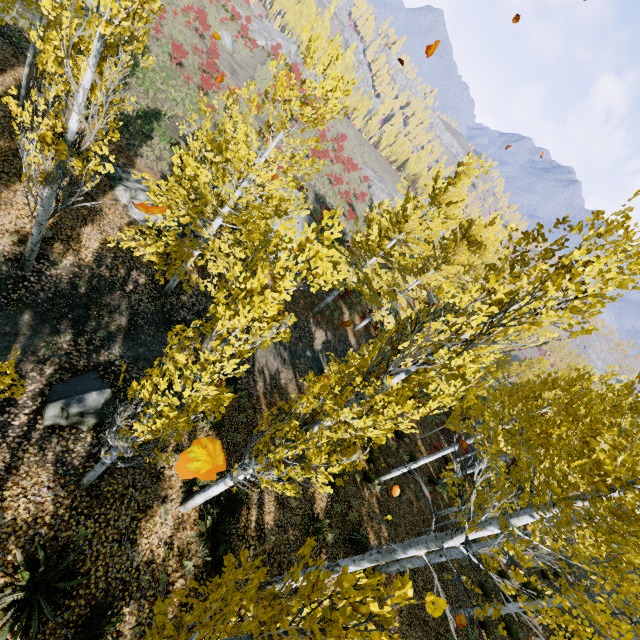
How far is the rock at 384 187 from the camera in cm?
5306

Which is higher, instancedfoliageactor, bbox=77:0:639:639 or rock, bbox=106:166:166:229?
instancedfoliageactor, bbox=77:0:639:639

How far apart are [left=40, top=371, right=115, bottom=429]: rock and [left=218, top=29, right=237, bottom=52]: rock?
47.1 meters

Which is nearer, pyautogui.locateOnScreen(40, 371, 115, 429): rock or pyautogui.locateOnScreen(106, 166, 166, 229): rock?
pyautogui.locateOnScreen(40, 371, 115, 429): rock

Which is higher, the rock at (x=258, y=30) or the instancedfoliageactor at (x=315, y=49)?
the instancedfoliageactor at (x=315, y=49)

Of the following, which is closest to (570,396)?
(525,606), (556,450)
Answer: (556,450)

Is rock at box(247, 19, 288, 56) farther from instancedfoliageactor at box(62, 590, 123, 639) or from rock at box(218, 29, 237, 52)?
rock at box(218, 29, 237, 52)

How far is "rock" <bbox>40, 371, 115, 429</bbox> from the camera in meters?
6.8 m
